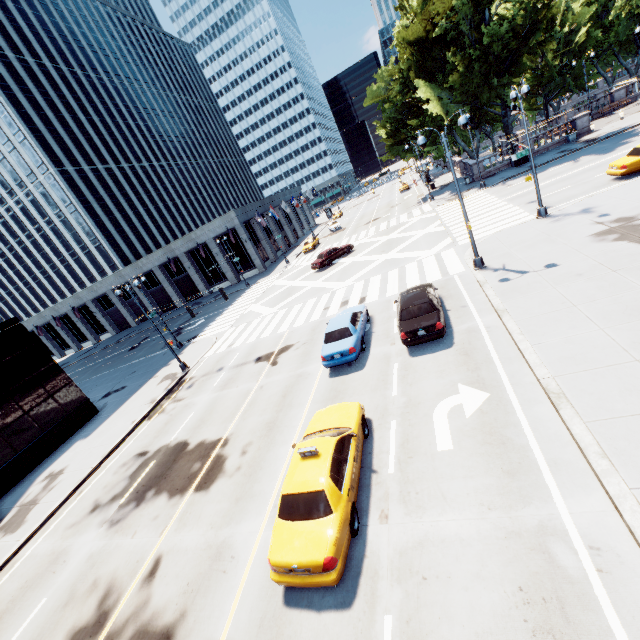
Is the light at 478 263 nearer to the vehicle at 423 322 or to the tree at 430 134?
the vehicle at 423 322

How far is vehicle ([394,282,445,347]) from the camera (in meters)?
12.60

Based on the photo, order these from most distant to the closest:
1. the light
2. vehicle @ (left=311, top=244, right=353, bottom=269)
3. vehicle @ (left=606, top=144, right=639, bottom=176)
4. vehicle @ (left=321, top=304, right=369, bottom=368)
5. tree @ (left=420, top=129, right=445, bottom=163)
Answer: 1. tree @ (left=420, top=129, right=445, bottom=163)
2. vehicle @ (left=311, top=244, right=353, bottom=269)
3. vehicle @ (left=606, top=144, right=639, bottom=176)
4. the light
5. vehicle @ (left=321, top=304, right=369, bottom=368)

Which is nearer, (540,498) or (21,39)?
(540,498)

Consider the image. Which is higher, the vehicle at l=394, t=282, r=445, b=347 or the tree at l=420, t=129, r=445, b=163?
the tree at l=420, t=129, r=445, b=163

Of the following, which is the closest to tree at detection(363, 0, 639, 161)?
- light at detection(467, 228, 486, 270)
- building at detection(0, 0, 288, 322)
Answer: building at detection(0, 0, 288, 322)

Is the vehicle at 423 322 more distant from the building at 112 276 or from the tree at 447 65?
the building at 112 276

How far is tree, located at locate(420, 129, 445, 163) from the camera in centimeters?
4038cm
